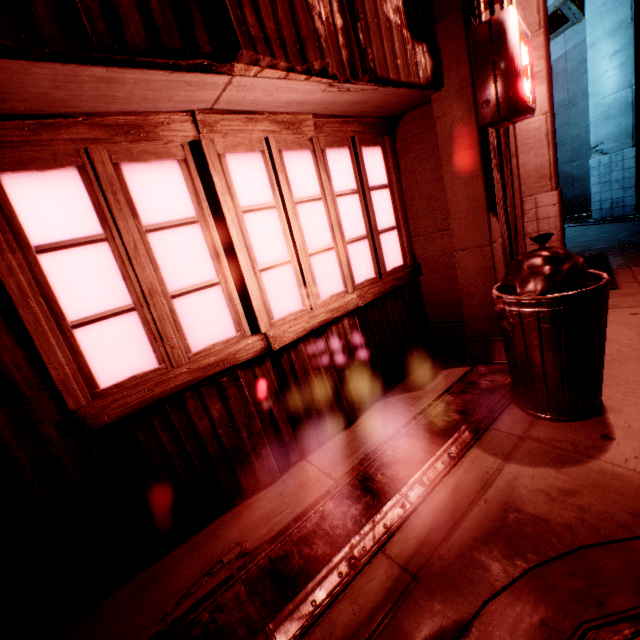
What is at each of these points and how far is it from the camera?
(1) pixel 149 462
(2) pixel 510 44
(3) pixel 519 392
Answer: (1) building, 2.03m
(2) sign, 2.45m
(3) trash can, 2.61m

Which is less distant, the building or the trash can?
the building

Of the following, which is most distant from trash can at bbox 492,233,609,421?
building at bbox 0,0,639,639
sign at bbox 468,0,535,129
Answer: sign at bbox 468,0,535,129

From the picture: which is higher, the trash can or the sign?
the sign

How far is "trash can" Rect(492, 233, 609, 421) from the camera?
2.1 meters

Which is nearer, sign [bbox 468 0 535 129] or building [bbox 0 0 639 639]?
building [bbox 0 0 639 639]

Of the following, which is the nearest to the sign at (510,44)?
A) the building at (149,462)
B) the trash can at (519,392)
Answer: the building at (149,462)
